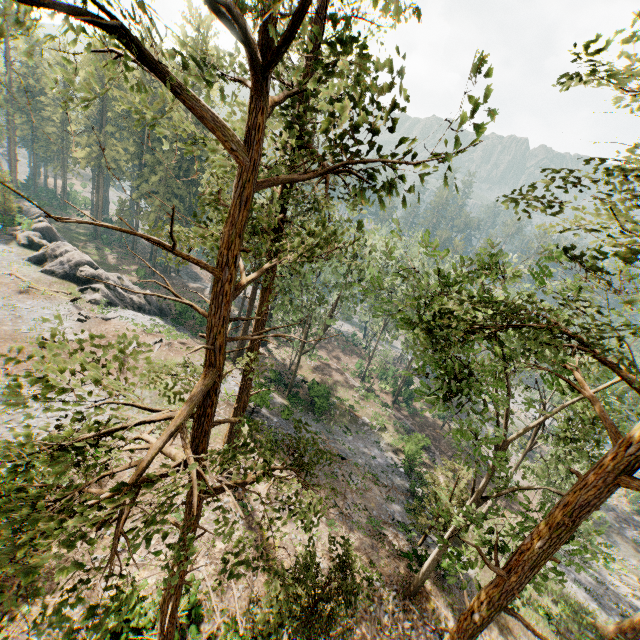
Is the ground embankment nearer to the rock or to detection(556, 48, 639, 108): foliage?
detection(556, 48, 639, 108): foliage

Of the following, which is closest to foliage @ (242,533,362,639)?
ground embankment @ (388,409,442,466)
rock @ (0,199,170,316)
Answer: rock @ (0,199,170,316)

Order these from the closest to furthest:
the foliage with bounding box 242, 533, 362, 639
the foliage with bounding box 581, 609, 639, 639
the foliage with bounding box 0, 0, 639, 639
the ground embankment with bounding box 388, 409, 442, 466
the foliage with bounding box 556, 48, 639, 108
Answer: the foliage with bounding box 0, 0, 639, 639
the foliage with bounding box 556, 48, 639, 108
the foliage with bounding box 242, 533, 362, 639
the foliage with bounding box 581, 609, 639, 639
the ground embankment with bounding box 388, 409, 442, 466

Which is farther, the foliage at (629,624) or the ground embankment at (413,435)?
the ground embankment at (413,435)

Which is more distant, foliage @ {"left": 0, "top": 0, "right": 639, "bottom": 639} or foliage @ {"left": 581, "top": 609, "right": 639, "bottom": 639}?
foliage @ {"left": 581, "top": 609, "right": 639, "bottom": 639}

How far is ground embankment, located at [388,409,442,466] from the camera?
31.5 meters

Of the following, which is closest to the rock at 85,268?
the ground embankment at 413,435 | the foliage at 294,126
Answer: the foliage at 294,126

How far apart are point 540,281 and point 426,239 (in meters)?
3.19
